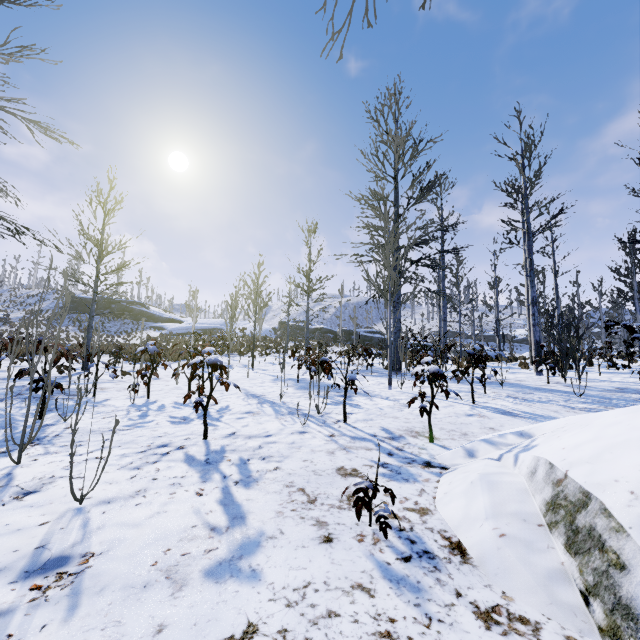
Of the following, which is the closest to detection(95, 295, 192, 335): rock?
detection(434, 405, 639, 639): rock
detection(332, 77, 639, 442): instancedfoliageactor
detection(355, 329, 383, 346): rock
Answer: detection(355, 329, 383, 346): rock

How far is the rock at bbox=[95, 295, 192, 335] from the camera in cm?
4066

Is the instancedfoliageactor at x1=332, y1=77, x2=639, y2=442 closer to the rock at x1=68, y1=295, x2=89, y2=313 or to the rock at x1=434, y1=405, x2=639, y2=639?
the rock at x1=434, y1=405, x2=639, y2=639

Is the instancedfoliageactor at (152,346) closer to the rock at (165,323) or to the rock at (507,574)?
the rock at (507,574)

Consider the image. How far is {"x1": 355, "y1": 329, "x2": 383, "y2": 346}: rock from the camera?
38.3 meters

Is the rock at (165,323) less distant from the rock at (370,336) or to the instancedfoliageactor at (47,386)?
the rock at (370,336)

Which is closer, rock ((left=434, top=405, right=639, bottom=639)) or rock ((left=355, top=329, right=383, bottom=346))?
Answer: rock ((left=434, top=405, right=639, bottom=639))

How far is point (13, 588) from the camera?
1.3 meters
